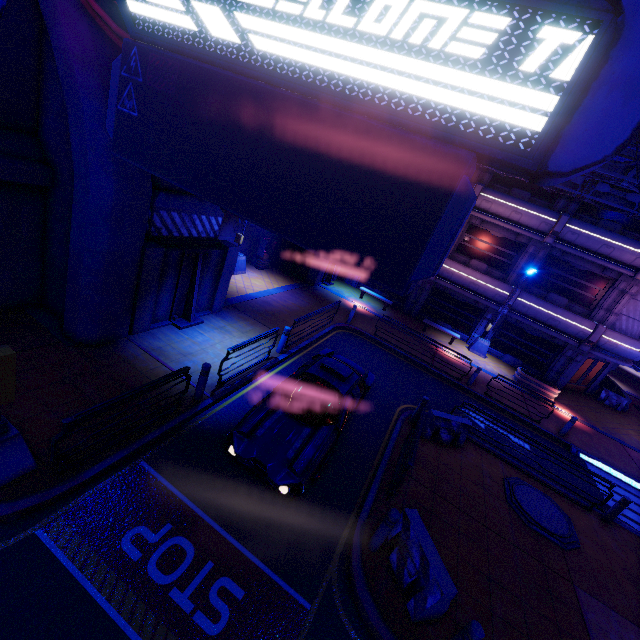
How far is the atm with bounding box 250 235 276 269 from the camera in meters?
19.3

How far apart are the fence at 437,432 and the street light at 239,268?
11.86m

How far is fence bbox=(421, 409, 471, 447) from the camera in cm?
1038

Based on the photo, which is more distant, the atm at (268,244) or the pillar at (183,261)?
the atm at (268,244)

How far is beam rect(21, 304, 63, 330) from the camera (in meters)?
8.70

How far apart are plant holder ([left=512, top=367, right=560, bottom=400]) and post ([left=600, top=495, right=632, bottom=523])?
8.7m

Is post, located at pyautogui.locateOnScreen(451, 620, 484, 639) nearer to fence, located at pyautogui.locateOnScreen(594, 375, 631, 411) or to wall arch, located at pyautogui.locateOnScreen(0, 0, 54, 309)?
wall arch, located at pyautogui.locateOnScreen(0, 0, 54, 309)

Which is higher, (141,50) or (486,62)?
(486,62)
